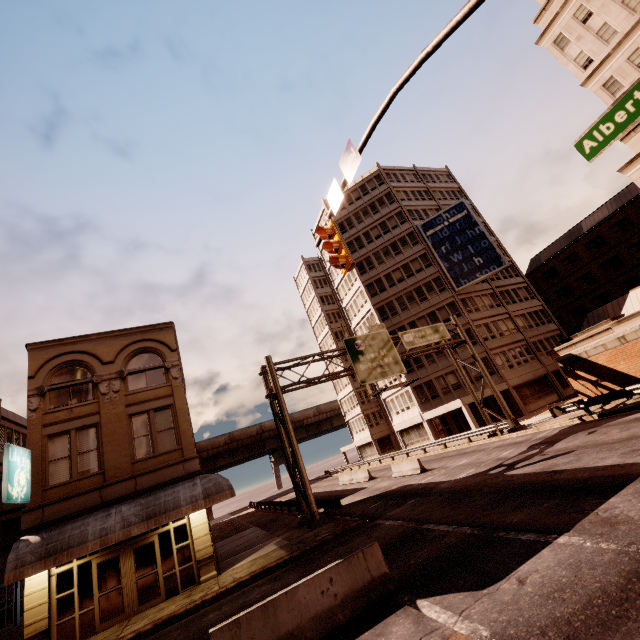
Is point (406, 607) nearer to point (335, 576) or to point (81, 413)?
point (335, 576)

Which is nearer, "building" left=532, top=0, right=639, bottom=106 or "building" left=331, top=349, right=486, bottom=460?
"building" left=532, top=0, right=639, bottom=106

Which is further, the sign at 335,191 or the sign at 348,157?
the sign at 335,191

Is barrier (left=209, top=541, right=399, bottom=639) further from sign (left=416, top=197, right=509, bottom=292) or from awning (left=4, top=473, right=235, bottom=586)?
sign (left=416, top=197, right=509, bottom=292)

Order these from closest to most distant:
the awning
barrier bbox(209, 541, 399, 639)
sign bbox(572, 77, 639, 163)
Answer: sign bbox(572, 77, 639, 163), barrier bbox(209, 541, 399, 639), the awning

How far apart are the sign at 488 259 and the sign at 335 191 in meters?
33.5

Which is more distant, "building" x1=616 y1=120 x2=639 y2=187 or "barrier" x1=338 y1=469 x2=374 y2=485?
"barrier" x1=338 y1=469 x2=374 y2=485

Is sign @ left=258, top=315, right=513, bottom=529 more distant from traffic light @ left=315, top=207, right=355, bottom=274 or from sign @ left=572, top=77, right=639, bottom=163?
sign @ left=572, top=77, right=639, bottom=163
